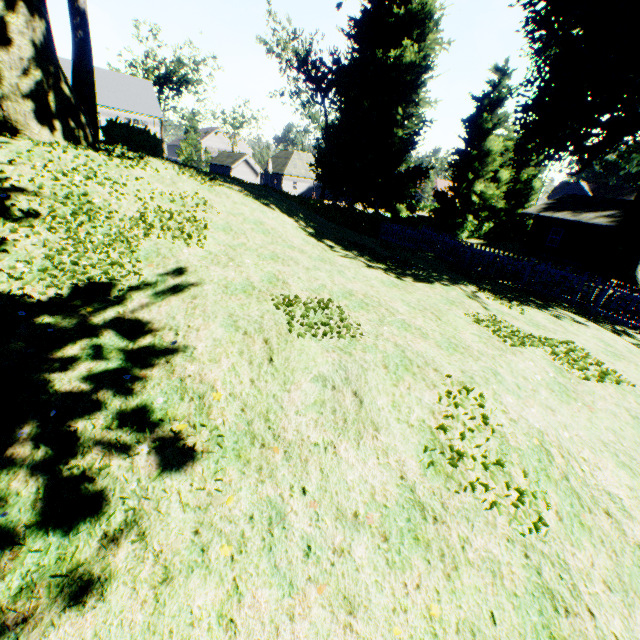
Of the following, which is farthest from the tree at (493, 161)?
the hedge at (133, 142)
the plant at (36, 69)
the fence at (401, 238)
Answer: the hedge at (133, 142)

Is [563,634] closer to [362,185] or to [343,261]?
[343,261]

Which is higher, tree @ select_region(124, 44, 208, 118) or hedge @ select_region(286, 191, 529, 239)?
tree @ select_region(124, 44, 208, 118)

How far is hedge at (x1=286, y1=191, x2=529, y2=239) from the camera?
26.50m

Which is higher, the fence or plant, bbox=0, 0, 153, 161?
plant, bbox=0, 0, 153, 161

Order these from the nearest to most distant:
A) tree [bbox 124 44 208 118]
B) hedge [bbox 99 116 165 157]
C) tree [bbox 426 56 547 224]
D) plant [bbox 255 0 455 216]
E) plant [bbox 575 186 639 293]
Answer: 1. hedge [bbox 99 116 165 157]
2. plant [bbox 575 186 639 293]
3. plant [bbox 255 0 455 216]
4. tree [bbox 426 56 547 224]
5. tree [bbox 124 44 208 118]

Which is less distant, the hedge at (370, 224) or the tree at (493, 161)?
the hedge at (370, 224)

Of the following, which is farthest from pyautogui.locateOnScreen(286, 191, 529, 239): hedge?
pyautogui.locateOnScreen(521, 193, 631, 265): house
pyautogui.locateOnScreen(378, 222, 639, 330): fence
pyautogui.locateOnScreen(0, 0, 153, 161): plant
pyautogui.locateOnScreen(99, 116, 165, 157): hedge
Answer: pyautogui.locateOnScreen(99, 116, 165, 157): hedge
